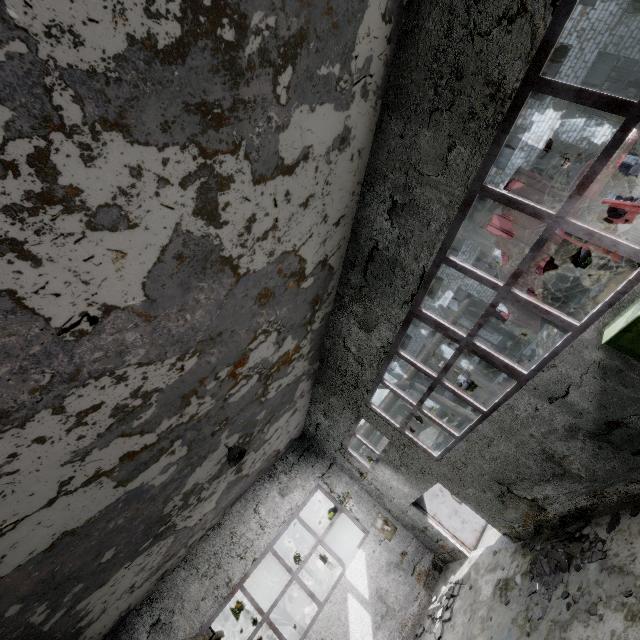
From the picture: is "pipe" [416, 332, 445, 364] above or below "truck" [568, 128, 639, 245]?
above

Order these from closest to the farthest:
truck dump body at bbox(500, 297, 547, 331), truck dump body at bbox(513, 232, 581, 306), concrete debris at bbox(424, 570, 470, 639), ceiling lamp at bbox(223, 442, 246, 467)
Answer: ceiling lamp at bbox(223, 442, 246, 467) → concrete debris at bbox(424, 570, 470, 639) → truck dump body at bbox(513, 232, 581, 306) → truck dump body at bbox(500, 297, 547, 331)

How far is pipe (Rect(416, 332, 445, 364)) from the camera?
19.0 meters

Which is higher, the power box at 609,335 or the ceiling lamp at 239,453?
the ceiling lamp at 239,453

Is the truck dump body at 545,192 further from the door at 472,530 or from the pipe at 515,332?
the door at 472,530

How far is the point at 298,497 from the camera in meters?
12.2 m

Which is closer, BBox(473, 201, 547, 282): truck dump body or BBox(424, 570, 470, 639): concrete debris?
BBox(424, 570, 470, 639): concrete debris

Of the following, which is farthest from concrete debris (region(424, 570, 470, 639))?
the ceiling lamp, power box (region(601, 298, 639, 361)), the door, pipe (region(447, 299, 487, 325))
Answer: power box (region(601, 298, 639, 361))
